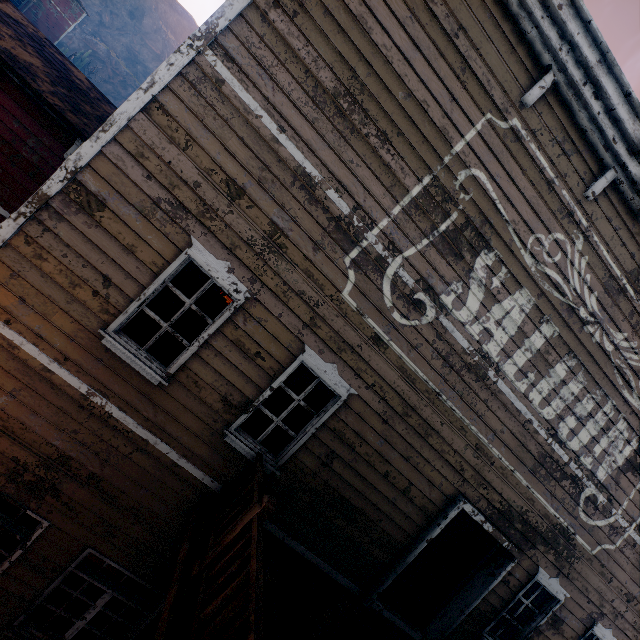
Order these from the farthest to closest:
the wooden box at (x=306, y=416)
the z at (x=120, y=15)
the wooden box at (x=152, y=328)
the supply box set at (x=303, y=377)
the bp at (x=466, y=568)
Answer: the z at (x=120, y=15), the supply box set at (x=303, y=377), the wooden box at (x=306, y=416), the bp at (x=466, y=568), the wooden box at (x=152, y=328)

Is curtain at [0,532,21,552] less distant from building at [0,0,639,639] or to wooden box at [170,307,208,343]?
building at [0,0,639,639]

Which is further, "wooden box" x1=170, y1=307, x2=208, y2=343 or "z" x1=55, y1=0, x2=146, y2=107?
"z" x1=55, y1=0, x2=146, y2=107

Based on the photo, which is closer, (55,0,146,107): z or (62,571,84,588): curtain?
(62,571,84,588): curtain

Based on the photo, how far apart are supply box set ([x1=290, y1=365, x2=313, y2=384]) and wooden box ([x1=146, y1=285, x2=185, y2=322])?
8.98m

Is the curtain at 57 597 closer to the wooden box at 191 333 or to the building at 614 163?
the building at 614 163

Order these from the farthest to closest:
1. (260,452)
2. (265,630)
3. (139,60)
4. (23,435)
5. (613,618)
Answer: (139,60) → (613,618) → (260,452) → (23,435) → (265,630)

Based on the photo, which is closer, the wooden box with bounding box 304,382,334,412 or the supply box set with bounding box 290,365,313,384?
the wooden box with bounding box 304,382,334,412
